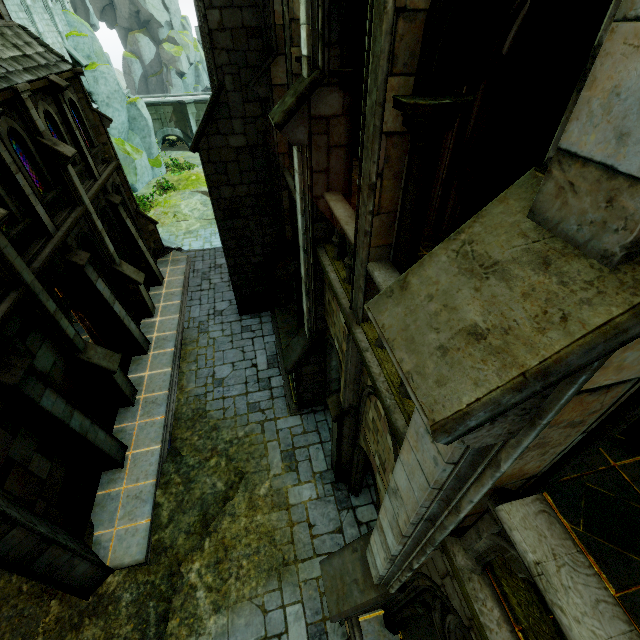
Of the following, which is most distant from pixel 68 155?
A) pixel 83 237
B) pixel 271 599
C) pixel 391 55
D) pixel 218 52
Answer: pixel 271 599

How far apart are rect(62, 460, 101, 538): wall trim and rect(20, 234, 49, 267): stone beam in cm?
557

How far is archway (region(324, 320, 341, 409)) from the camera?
8.3 meters

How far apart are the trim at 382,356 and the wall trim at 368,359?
0.0m

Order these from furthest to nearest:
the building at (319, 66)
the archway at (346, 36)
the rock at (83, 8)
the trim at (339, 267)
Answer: the rock at (83, 8)
the trim at (339, 267)
the building at (319, 66)
the archway at (346, 36)

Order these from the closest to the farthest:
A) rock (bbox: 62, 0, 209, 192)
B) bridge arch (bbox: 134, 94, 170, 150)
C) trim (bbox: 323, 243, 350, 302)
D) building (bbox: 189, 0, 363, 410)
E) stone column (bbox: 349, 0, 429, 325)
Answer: stone column (bbox: 349, 0, 429, 325) → building (bbox: 189, 0, 363, 410) → trim (bbox: 323, 243, 350, 302) → rock (bbox: 62, 0, 209, 192) → bridge arch (bbox: 134, 94, 170, 150)

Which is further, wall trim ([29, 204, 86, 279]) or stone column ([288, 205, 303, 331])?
stone column ([288, 205, 303, 331])

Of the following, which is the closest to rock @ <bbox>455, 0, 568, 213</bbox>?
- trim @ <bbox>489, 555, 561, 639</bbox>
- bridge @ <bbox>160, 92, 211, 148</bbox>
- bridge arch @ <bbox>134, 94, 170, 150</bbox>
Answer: trim @ <bbox>489, 555, 561, 639</bbox>
